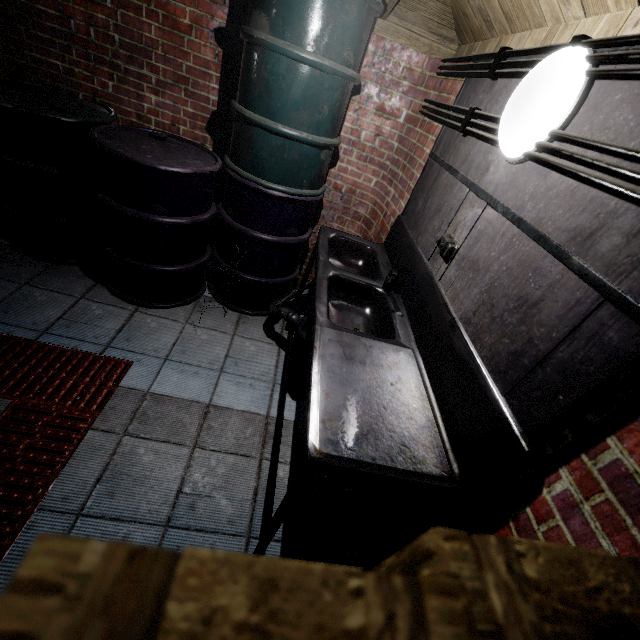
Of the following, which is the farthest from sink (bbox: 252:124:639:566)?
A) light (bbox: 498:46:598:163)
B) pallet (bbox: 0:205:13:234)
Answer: pallet (bbox: 0:205:13:234)

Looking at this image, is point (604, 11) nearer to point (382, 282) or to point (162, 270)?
point (382, 282)

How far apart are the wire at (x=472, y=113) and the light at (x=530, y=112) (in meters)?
0.01

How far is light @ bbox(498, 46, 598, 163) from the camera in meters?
0.9 m

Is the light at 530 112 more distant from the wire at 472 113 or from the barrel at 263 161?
the barrel at 263 161

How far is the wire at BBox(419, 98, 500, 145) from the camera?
1.26m

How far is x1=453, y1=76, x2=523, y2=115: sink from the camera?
1.26m

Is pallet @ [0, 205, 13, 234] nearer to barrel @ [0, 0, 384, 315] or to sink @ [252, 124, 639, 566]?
barrel @ [0, 0, 384, 315]
